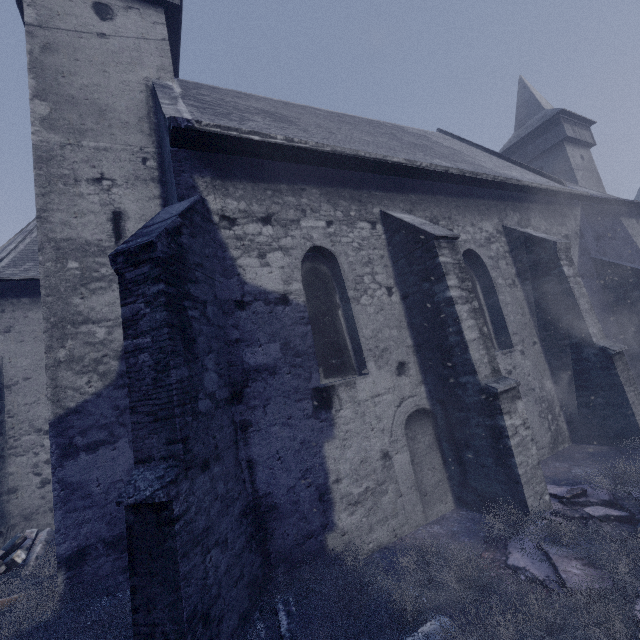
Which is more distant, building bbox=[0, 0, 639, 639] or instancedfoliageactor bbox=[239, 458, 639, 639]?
building bbox=[0, 0, 639, 639]

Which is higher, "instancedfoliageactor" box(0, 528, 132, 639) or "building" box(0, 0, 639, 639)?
"building" box(0, 0, 639, 639)

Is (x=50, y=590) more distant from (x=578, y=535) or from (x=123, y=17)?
(x=123, y=17)

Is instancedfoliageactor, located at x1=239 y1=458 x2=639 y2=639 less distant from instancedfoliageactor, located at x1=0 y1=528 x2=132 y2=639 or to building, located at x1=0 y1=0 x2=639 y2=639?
building, located at x1=0 y1=0 x2=639 y2=639

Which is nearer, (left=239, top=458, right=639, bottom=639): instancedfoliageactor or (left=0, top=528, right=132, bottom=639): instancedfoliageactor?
(left=239, top=458, right=639, bottom=639): instancedfoliageactor

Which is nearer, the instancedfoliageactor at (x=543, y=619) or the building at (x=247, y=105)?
the instancedfoliageactor at (x=543, y=619)

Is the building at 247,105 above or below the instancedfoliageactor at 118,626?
above

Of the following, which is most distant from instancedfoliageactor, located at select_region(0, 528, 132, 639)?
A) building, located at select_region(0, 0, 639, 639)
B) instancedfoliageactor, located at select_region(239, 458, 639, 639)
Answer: instancedfoliageactor, located at select_region(239, 458, 639, 639)
